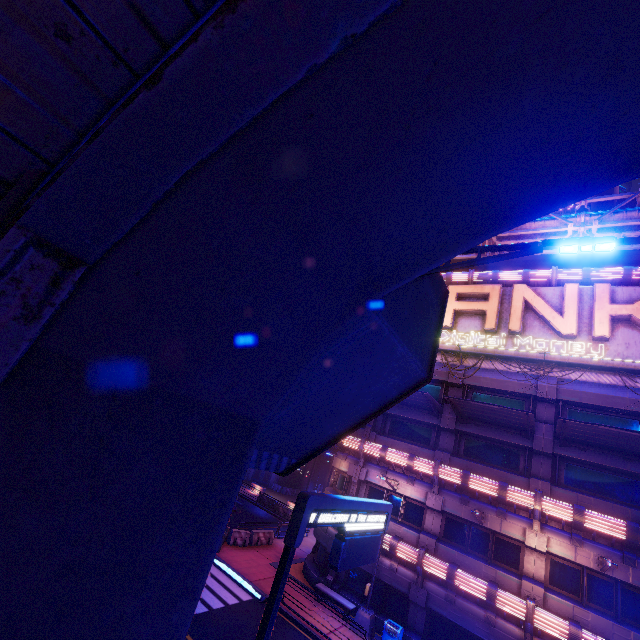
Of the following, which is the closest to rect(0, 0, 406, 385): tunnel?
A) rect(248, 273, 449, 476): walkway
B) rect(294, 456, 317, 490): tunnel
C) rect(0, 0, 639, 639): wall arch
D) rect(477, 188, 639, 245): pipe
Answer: rect(0, 0, 639, 639): wall arch

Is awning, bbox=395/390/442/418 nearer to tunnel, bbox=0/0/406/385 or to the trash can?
the trash can

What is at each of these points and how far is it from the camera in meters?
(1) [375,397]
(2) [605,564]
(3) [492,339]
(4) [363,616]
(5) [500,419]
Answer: (1) walkway, 7.8 m
(2) street light, 13.4 m
(3) sign, 20.5 m
(4) street light, 17.1 m
(5) awning, 18.0 m

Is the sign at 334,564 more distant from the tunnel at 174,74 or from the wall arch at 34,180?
the tunnel at 174,74

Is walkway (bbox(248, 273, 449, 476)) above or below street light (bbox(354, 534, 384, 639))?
above

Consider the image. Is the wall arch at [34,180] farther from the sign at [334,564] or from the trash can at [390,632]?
the trash can at [390,632]

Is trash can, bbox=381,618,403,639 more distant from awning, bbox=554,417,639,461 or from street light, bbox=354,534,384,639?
awning, bbox=554,417,639,461

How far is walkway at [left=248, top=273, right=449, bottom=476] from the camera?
6.1m
